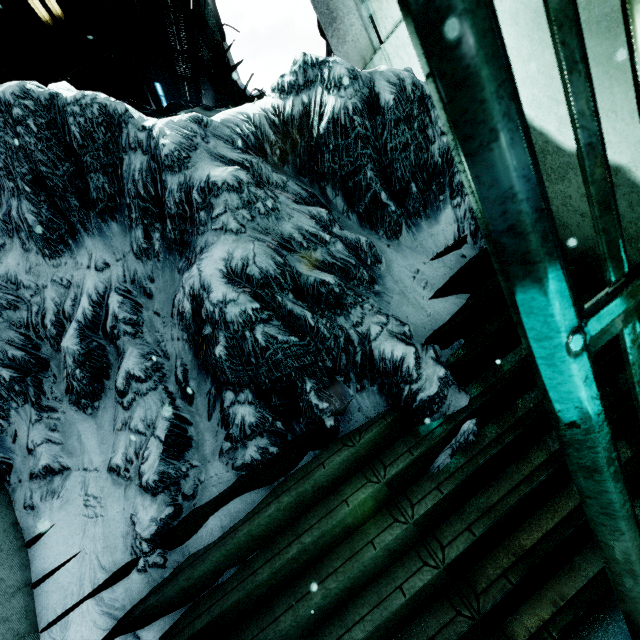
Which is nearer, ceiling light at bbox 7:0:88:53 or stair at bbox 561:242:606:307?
stair at bbox 561:242:606:307

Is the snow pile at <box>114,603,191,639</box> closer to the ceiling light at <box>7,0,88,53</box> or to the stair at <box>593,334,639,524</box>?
the stair at <box>593,334,639,524</box>

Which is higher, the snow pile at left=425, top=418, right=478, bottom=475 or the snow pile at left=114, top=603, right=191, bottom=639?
the snow pile at left=114, top=603, right=191, bottom=639

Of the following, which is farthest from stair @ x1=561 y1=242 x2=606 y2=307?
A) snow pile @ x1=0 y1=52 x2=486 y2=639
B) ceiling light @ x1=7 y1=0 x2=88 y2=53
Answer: ceiling light @ x1=7 y1=0 x2=88 y2=53

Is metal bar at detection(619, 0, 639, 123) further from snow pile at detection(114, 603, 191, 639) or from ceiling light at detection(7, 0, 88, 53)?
ceiling light at detection(7, 0, 88, 53)

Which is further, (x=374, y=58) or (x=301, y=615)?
(x=374, y=58)

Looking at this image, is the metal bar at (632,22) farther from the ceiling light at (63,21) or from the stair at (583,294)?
the ceiling light at (63,21)

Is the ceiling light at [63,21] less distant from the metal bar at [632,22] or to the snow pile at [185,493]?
the snow pile at [185,493]
